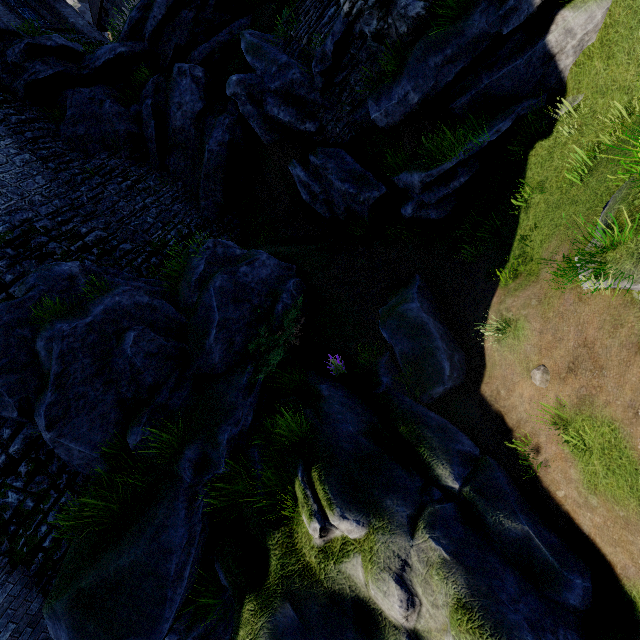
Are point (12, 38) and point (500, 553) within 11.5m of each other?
no

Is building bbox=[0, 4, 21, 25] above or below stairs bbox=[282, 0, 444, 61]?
above

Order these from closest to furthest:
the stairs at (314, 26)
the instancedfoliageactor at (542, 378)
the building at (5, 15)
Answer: the instancedfoliageactor at (542, 378), the stairs at (314, 26), the building at (5, 15)

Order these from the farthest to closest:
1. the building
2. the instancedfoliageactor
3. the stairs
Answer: the building, the stairs, the instancedfoliageactor

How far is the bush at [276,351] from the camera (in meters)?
7.61

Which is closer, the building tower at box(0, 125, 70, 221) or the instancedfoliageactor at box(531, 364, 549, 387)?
the instancedfoliageactor at box(531, 364, 549, 387)

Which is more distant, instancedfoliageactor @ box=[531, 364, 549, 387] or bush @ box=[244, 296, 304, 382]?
bush @ box=[244, 296, 304, 382]
